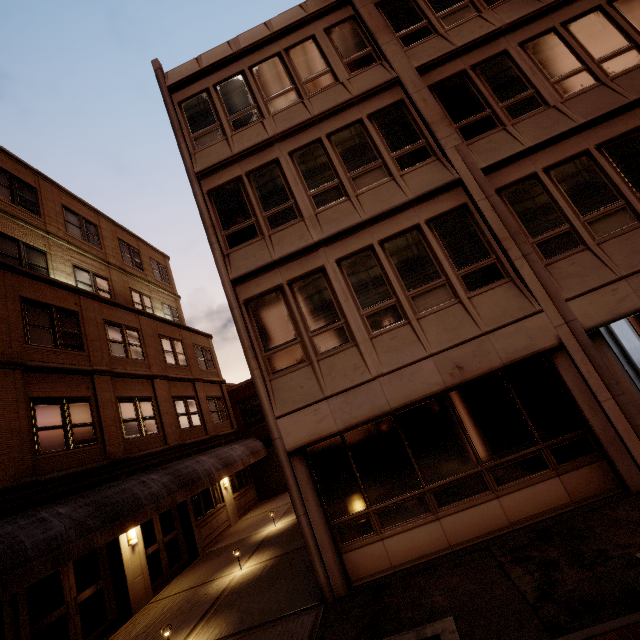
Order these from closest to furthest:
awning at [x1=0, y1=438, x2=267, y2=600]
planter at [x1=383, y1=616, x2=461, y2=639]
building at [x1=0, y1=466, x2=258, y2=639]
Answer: planter at [x1=383, y1=616, x2=461, y2=639] < awning at [x1=0, y1=438, x2=267, y2=600] < building at [x1=0, y1=466, x2=258, y2=639]

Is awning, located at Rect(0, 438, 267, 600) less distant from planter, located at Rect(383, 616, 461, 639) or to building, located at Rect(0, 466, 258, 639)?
building, located at Rect(0, 466, 258, 639)

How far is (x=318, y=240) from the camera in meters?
8.4 m

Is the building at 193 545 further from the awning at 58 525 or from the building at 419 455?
the building at 419 455

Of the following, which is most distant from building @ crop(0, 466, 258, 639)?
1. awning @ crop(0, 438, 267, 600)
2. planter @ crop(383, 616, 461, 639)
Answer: planter @ crop(383, 616, 461, 639)

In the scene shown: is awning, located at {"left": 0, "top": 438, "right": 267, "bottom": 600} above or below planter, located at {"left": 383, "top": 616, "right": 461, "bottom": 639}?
above

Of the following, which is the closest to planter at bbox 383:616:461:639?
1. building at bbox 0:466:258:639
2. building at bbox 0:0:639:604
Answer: building at bbox 0:0:639:604
